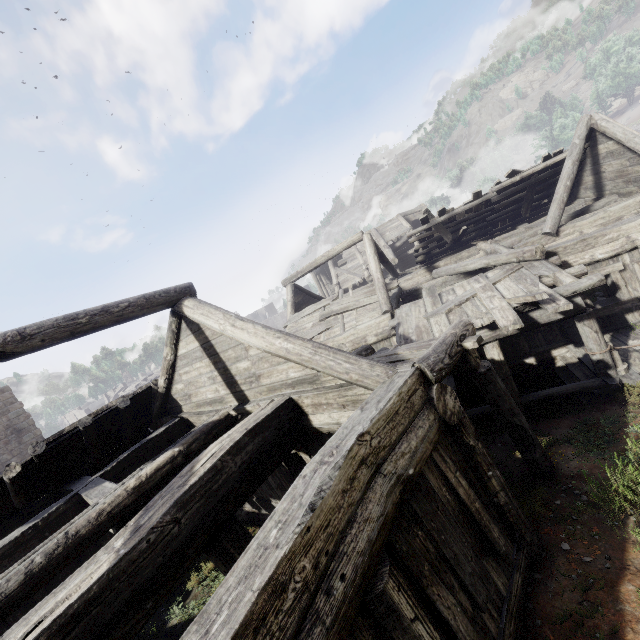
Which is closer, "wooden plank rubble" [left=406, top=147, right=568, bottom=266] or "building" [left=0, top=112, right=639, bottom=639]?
"building" [left=0, top=112, right=639, bottom=639]

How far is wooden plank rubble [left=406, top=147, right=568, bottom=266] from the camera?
13.67m

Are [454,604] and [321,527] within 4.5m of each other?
yes

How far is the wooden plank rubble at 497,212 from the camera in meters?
13.7 m

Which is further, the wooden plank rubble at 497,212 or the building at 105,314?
the wooden plank rubble at 497,212
